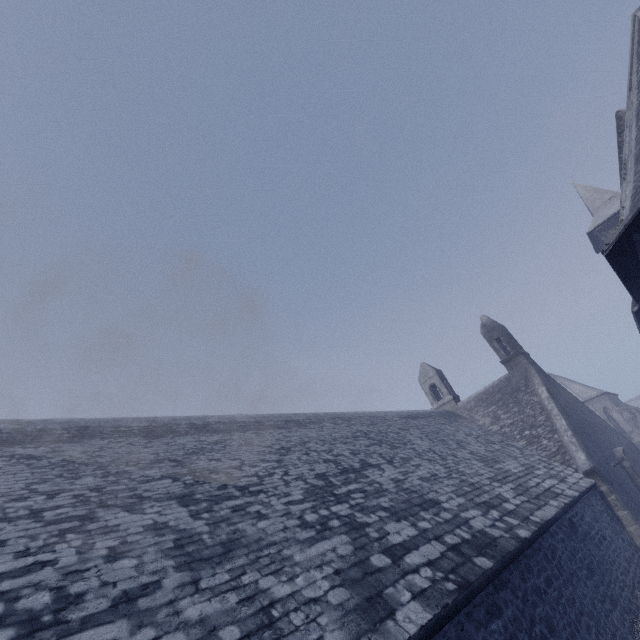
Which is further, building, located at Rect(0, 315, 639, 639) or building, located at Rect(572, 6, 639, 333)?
building, located at Rect(572, 6, 639, 333)

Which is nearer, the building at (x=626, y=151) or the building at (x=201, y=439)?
the building at (x=201, y=439)

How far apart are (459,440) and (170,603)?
13.4m
